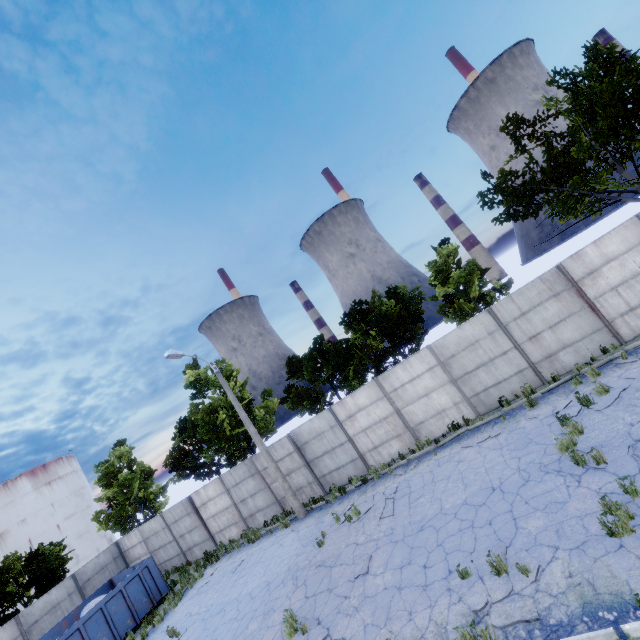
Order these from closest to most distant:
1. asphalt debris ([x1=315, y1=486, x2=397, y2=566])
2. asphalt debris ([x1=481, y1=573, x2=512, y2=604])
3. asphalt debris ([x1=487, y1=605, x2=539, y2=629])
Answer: asphalt debris ([x1=487, y1=605, x2=539, y2=629]), asphalt debris ([x1=481, y1=573, x2=512, y2=604]), asphalt debris ([x1=315, y1=486, x2=397, y2=566])

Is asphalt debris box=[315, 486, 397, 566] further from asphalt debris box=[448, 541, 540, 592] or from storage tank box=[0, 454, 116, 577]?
storage tank box=[0, 454, 116, 577]

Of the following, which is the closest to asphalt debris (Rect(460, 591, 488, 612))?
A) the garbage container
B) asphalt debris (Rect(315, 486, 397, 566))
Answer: asphalt debris (Rect(315, 486, 397, 566))

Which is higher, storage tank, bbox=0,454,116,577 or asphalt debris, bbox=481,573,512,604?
storage tank, bbox=0,454,116,577

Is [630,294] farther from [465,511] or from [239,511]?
[239,511]

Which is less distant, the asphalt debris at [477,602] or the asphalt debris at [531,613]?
the asphalt debris at [531,613]

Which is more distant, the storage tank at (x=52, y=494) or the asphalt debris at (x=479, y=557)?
the storage tank at (x=52, y=494)

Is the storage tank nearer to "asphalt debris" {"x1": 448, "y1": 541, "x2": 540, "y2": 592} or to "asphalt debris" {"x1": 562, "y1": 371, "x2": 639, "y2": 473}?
"asphalt debris" {"x1": 448, "y1": 541, "x2": 540, "y2": 592}
